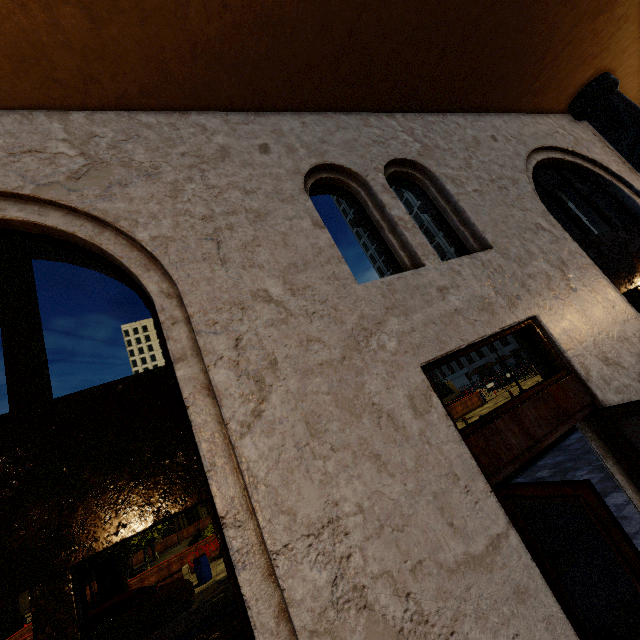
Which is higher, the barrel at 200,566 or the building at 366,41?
the building at 366,41

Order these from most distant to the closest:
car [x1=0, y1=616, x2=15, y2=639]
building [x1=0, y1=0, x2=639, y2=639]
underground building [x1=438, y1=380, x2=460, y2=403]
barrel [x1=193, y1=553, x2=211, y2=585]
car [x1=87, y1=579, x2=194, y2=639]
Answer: underground building [x1=438, y1=380, x2=460, y2=403], car [x1=0, y1=616, x2=15, y2=639], barrel [x1=193, y1=553, x2=211, y2=585], car [x1=87, y1=579, x2=194, y2=639], building [x1=0, y1=0, x2=639, y2=639]

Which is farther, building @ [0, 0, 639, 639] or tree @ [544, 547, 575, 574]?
tree @ [544, 547, 575, 574]

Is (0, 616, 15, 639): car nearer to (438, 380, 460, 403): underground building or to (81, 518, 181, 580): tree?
(81, 518, 181, 580): tree

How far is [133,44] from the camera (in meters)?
2.84

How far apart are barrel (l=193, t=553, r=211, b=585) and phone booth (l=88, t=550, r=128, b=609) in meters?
4.5 m

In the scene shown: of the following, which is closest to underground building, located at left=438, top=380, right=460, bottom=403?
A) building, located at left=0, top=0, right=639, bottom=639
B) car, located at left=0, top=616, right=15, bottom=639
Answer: building, located at left=0, top=0, right=639, bottom=639

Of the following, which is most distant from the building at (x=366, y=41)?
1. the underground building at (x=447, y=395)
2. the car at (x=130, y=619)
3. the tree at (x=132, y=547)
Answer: the underground building at (x=447, y=395)
